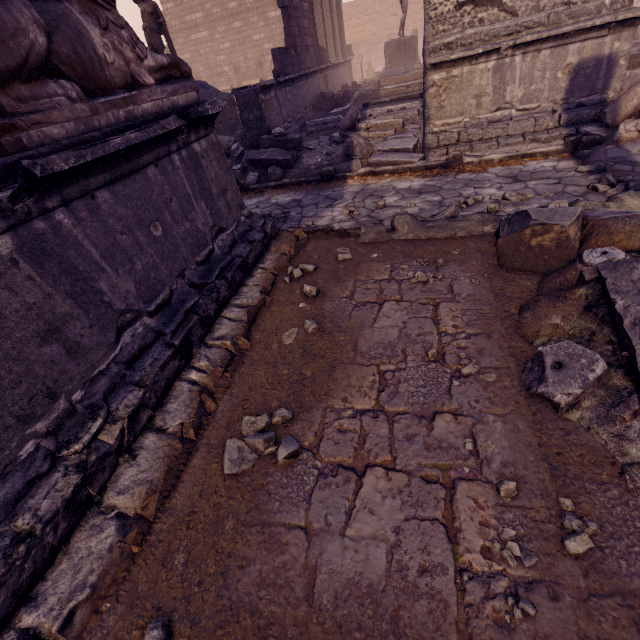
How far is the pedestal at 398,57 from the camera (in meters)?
12.80

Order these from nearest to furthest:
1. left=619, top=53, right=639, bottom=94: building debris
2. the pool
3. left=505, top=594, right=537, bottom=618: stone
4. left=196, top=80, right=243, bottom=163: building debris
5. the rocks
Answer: left=505, top=594, right=537, bottom=618: stone, the rocks, left=619, top=53, right=639, bottom=94: building debris, left=196, top=80, right=243, bottom=163: building debris, the pool

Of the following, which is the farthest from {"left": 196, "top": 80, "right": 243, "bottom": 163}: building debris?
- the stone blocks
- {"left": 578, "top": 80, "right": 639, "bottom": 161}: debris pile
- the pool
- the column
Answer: the column

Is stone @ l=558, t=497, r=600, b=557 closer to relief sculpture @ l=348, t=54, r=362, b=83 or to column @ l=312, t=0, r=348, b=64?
column @ l=312, t=0, r=348, b=64

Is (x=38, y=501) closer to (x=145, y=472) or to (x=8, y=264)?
(x=145, y=472)

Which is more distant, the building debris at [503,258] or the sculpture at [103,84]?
the building debris at [503,258]

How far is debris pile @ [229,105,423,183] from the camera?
6.46m

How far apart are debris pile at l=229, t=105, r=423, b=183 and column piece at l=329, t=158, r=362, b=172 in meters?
0.0 m
